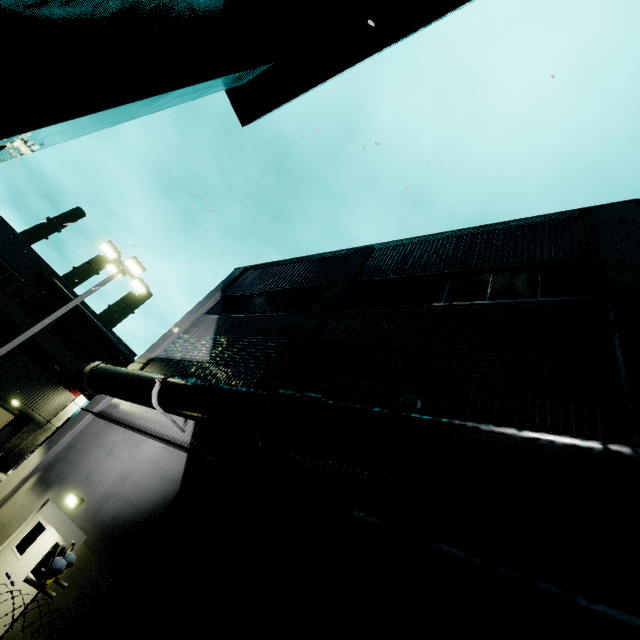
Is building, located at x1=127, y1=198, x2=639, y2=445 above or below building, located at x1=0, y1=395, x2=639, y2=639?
above

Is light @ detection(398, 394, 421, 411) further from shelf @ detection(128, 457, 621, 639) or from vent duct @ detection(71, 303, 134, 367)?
vent duct @ detection(71, 303, 134, 367)

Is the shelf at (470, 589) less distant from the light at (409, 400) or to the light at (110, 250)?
the light at (409, 400)

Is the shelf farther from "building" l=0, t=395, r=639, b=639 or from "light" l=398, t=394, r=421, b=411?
"light" l=398, t=394, r=421, b=411

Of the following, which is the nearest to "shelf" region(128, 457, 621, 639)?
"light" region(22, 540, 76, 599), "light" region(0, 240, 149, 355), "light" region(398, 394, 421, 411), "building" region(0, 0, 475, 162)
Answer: "building" region(0, 0, 475, 162)

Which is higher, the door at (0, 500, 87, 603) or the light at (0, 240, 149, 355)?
the light at (0, 240, 149, 355)

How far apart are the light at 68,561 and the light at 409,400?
5.86m

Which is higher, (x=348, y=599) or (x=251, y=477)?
(x=251, y=477)
